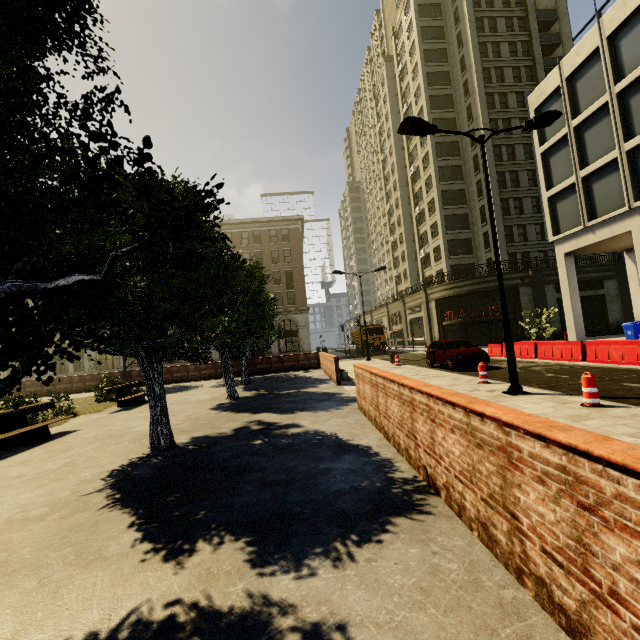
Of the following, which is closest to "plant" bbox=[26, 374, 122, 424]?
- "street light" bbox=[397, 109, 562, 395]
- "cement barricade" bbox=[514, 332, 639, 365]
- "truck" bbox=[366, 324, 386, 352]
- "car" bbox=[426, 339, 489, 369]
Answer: "street light" bbox=[397, 109, 562, 395]

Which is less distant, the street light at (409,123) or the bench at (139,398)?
the street light at (409,123)

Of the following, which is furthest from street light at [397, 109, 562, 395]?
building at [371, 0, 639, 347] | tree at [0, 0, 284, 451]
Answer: building at [371, 0, 639, 347]

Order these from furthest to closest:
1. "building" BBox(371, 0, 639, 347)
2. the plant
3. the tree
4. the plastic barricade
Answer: "building" BBox(371, 0, 639, 347), the plant, the plastic barricade, the tree

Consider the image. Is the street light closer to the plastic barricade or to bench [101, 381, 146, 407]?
the plastic barricade

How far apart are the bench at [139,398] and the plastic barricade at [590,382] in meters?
14.6 m

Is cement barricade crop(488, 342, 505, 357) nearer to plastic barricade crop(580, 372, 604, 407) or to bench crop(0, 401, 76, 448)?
plastic barricade crop(580, 372, 604, 407)

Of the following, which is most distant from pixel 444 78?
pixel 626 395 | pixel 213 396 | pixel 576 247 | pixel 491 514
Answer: pixel 491 514
